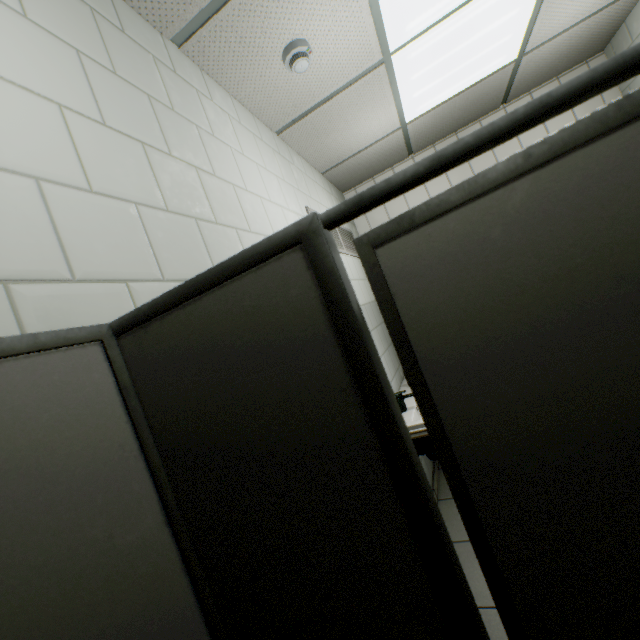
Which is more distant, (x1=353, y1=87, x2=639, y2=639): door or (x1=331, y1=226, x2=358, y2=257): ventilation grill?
(x1=331, y1=226, x2=358, y2=257): ventilation grill

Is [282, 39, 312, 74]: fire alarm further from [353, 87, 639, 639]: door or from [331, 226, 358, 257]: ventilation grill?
[353, 87, 639, 639]: door

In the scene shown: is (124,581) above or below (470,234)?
below

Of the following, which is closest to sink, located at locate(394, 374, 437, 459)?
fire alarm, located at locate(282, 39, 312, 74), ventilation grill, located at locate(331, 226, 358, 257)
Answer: ventilation grill, located at locate(331, 226, 358, 257)

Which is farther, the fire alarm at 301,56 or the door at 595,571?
the fire alarm at 301,56

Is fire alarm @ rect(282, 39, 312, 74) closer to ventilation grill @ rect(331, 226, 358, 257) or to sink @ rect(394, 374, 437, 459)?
ventilation grill @ rect(331, 226, 358, 257)

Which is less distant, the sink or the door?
the door

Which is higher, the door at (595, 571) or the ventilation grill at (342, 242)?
the ventilation grill at (342, 242)
